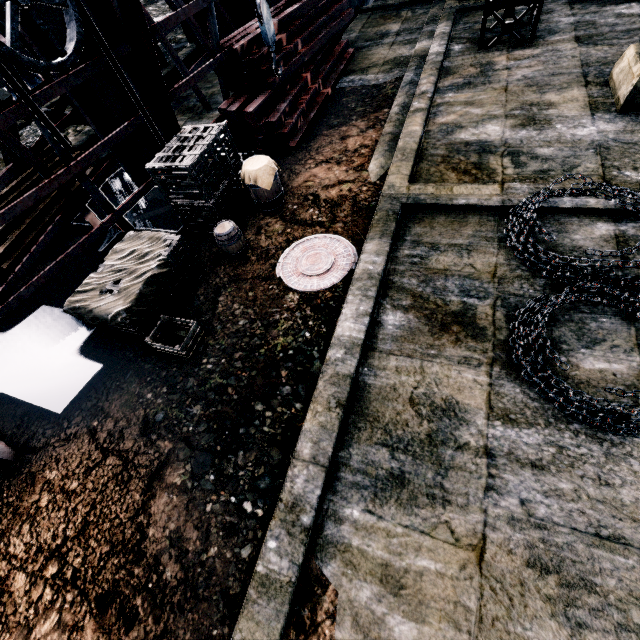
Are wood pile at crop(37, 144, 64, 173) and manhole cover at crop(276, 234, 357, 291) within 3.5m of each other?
no

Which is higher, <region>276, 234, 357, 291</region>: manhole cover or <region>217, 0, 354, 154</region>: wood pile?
<region>217, 0, 354, 154</region>: wood pile

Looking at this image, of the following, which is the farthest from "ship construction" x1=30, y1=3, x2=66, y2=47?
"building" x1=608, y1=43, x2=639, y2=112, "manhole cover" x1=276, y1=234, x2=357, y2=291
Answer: "building" x1=608, y1=43, x2=639, y2=112

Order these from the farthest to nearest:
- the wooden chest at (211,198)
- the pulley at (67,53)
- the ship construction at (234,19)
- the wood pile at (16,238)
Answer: the wood pile at (16,238)
the wooden chest at (211,198)
the ship construction at (234,19)
the pulley at (67,53)

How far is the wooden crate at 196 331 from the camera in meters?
5.8 m

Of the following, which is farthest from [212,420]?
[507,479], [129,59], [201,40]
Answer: [201,40]

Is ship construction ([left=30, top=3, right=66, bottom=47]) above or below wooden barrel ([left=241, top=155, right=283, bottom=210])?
above

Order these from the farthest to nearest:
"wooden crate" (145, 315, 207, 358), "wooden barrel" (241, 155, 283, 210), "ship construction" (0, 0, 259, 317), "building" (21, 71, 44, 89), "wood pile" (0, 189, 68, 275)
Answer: "building" (21, 71, 44, 89) < "wood pile" (0, 189, 68, 275) < "wooden barrel" (241, 155, 283, 210) < "ship construction" (0, 0, 259, 317) < "wooden crate" (145, 315, 207, 358)
